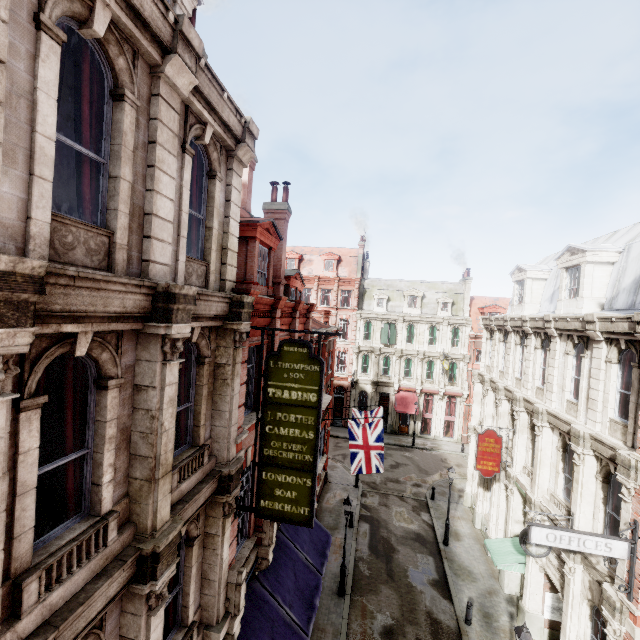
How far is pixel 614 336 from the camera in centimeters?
1039cm

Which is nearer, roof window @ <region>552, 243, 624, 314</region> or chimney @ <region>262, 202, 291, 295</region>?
roof window @ <region>552, 243, 624, 314</region>

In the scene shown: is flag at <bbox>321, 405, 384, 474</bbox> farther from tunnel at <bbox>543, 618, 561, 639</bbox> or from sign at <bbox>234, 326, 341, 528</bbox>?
tunnel at <bbox>543, 618, 561, 639</bbox>

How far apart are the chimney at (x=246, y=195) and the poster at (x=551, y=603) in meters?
21.9

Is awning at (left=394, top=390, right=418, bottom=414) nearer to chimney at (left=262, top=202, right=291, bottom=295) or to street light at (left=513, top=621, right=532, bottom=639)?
chimney at (left=262, top=202, right=291, bottom=295)

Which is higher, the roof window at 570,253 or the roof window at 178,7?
the roof window at 178,7

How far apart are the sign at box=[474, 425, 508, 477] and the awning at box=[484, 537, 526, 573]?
2.9m

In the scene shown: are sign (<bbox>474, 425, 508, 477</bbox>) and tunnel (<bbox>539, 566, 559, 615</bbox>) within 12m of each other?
yes
